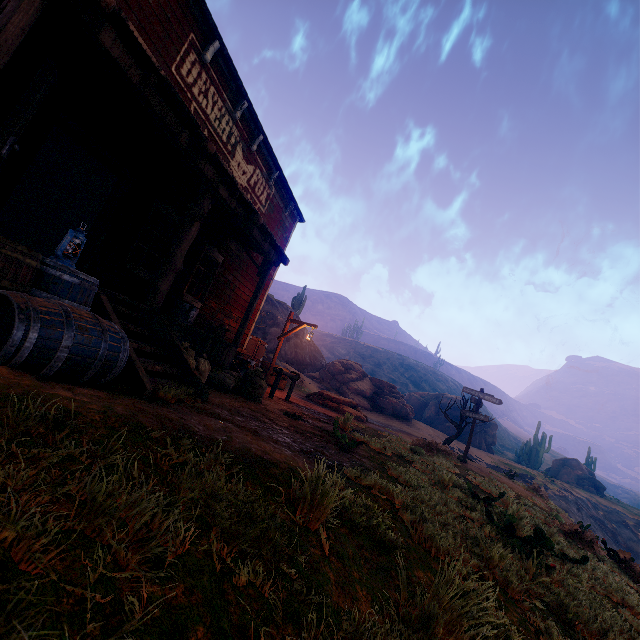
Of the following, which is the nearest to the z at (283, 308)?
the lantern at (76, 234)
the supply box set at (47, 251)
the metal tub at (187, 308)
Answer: the lantern at (76, 234)

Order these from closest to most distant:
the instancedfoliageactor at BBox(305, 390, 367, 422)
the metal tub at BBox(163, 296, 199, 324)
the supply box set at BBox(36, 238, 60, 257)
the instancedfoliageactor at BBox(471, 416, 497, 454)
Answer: the metal tub at BBox(163, 296, 199, 324), the supply box set at BBox(36, 238, 60, 257), the instancedfoliageactor at BBox(305, 390, 367, 422), the instancedfoliageactor at BBox(471, 416, 497, 454)

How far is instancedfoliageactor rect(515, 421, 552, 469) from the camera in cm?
4178

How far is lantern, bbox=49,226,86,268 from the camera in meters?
3.2 m

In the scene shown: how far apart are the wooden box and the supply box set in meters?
6.1

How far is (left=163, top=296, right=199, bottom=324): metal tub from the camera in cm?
721

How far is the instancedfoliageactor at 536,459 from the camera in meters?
41.8

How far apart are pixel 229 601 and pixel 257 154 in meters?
10.8 m
